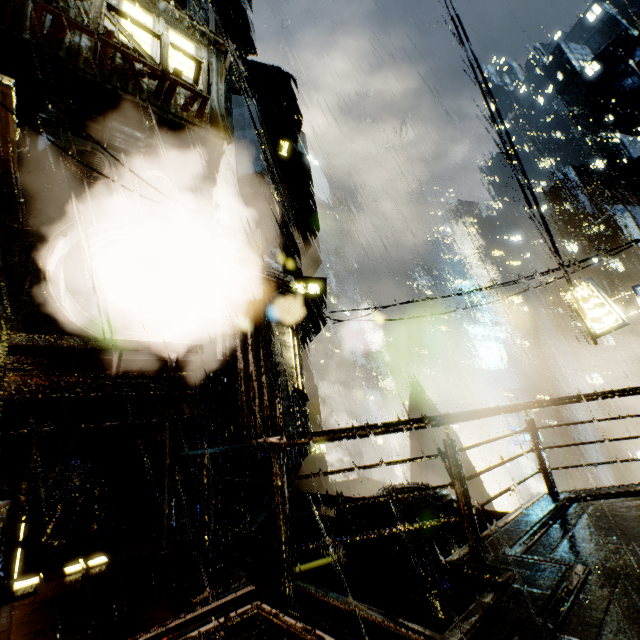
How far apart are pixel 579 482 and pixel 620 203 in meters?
41.3 m

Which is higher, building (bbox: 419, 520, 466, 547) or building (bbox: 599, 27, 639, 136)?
building (bbox: 599, 27, 639, 136)

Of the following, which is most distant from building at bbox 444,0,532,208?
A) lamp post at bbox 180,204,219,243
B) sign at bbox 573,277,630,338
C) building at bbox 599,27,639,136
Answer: building at bbox 599,27,639,136

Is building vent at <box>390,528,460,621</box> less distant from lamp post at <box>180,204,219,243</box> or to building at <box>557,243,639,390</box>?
building at <box>557,243,639,390</box>

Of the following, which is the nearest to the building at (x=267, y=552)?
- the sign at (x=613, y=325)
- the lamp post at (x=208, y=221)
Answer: the lamp post at (x=208, y=221)

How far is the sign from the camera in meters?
13.2

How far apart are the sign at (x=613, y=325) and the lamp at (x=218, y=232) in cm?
1469

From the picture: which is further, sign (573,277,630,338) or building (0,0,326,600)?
sign (573,277,630,338)
